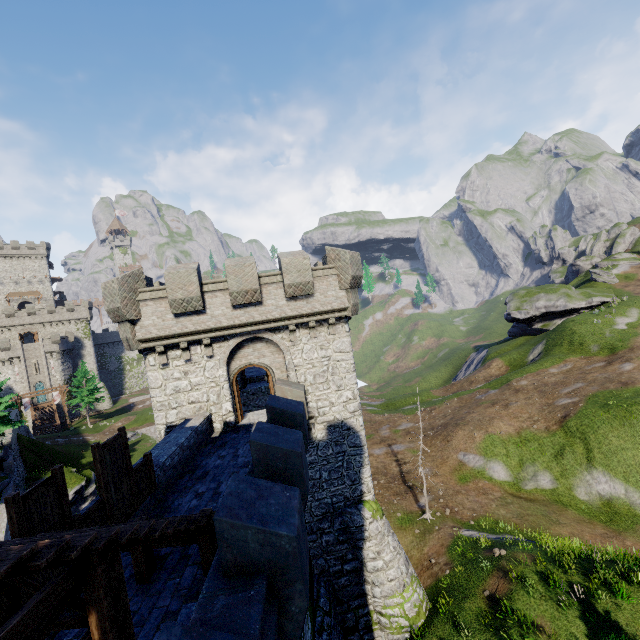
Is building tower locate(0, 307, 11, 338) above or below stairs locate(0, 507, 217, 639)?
above

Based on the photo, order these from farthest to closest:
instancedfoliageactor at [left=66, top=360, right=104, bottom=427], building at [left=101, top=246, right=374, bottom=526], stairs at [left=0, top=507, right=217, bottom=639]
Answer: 1. instancedfoliageactor at [left=66, top=360, right=104, bottom=427]
2. building at [left=101, top=246, right=374, bottom=526]
3. stairs at [left=0, top=507, right=217, bottom=639]

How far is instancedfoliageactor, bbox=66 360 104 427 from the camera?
53.6 meters

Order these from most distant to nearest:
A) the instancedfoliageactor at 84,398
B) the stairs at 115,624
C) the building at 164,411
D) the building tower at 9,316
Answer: the building tower at 9,316 → the instancedfoliageactor at 84,398 → the building at 164,411 → the stairs at 115,624

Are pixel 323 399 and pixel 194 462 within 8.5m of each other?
yes

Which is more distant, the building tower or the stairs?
the building tower

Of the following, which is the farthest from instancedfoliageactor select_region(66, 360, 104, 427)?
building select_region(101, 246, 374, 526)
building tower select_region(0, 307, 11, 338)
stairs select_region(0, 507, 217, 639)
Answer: stairs select_region(0, 507, 217, 639)

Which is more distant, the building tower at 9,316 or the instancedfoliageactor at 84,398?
the building tower at 9,316
